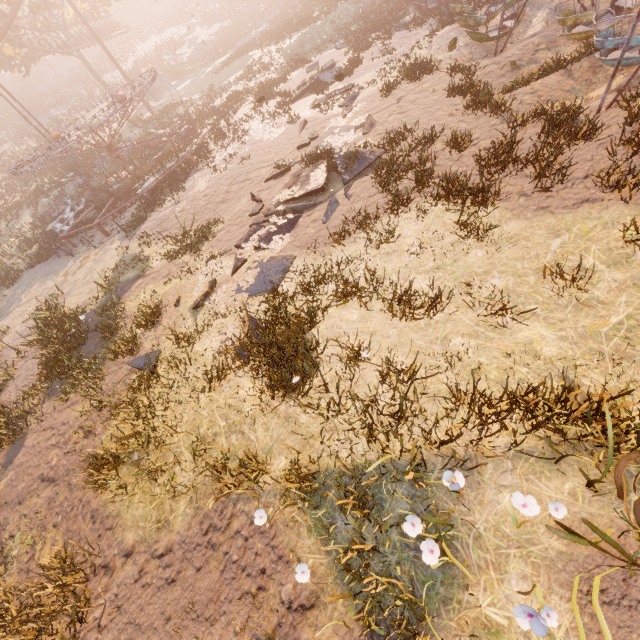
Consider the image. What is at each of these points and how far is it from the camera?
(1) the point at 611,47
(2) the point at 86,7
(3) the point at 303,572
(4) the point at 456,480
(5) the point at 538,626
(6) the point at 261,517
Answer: (1) swing, 7.8m
(2) tree, 30.1m
(3) instancedfoliageactor, 3.9m
(4) instancedfoliageactor, 3.7m
(5) instancedfoliageactor, 2.8m
(6) instancedfoliageactor, 4.5m

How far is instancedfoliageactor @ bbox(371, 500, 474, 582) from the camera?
3.31m

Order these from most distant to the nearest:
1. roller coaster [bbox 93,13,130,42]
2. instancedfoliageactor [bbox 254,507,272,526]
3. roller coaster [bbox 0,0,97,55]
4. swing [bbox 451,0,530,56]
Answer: roller coaster [bbox 93,13,130,42]
roller coaster [bbox 0,0,97,55]
swing [bbox 451,0,530,56]
instancedfoliageactor [bbox 254,507,272,526]

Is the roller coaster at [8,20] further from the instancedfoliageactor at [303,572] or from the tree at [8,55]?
the instancedfoliageactor at [303,572]

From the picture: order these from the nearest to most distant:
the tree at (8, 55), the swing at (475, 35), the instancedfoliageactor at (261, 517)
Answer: the instancedfoliageactor at (261, 517) < the swing at (475, 35) < the tree at (8, 55)

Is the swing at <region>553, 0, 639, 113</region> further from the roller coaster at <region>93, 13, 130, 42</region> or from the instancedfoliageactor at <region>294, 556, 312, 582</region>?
the roller coaster at <region>93, 13, 130, 42</region>

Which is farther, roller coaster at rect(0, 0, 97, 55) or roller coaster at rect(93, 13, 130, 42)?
roller coaster at rect(93, 13, 130, 42)

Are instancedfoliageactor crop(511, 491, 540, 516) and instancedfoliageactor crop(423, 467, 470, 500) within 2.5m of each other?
yes
